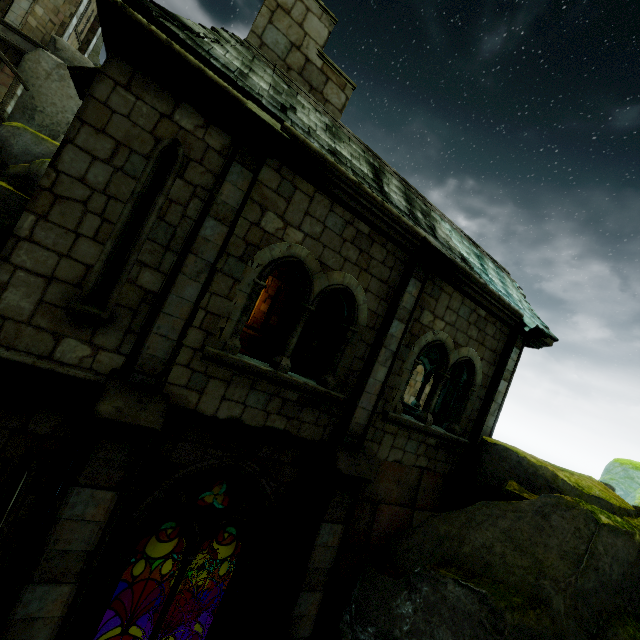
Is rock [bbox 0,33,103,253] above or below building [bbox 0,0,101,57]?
below

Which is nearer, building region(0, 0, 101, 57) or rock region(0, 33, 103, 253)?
rock region(0, 33, 103, 253)

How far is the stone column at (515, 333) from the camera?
7.60m

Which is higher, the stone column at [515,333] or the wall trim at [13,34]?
the wall trim at [13,34]

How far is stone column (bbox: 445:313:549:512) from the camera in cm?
760

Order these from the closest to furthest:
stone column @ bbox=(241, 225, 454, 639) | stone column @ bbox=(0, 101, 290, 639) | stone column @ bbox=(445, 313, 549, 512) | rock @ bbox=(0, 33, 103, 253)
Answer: stone column @ bbox=(0, 101, 290, 639), stone column @ bbox=(241, 225, 454, 639), stone column @ bbox=(445, 313, 549, 512), rock @ bbox=(0, 33, 103, 253)

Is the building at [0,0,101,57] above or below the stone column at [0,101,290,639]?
above

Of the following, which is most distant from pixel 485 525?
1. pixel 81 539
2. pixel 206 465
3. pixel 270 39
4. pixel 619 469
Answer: pixel 270 39
